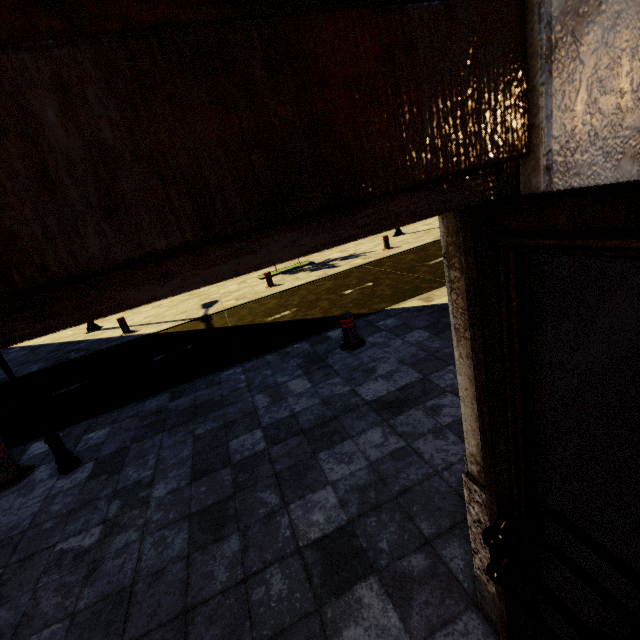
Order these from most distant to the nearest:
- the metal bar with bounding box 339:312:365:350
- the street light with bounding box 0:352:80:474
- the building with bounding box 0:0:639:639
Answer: the metal bar with bounding box 339:312:365:350 → the street light with bounding box 0:352:80:474 → the building with bounding box 0:0:639:639

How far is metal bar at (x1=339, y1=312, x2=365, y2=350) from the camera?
5.2 meters

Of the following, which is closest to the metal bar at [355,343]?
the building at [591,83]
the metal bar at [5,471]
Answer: the building at [591,83]

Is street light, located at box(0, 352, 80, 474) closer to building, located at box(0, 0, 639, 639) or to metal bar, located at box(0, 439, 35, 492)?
metal bar, located at box(0, 439, 35, 492)

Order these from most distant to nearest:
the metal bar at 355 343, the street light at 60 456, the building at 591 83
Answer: the metal bar at 355 343
the street light at 60 456
the building at 591 83

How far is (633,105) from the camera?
0.76m

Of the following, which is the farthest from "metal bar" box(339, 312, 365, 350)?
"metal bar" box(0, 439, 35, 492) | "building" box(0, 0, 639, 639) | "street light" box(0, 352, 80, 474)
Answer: "metal bar" box(0, 439, 35, 492)

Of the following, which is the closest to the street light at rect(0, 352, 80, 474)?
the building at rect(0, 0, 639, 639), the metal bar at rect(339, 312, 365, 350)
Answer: the building at rect(0, 0, 639, 639)
